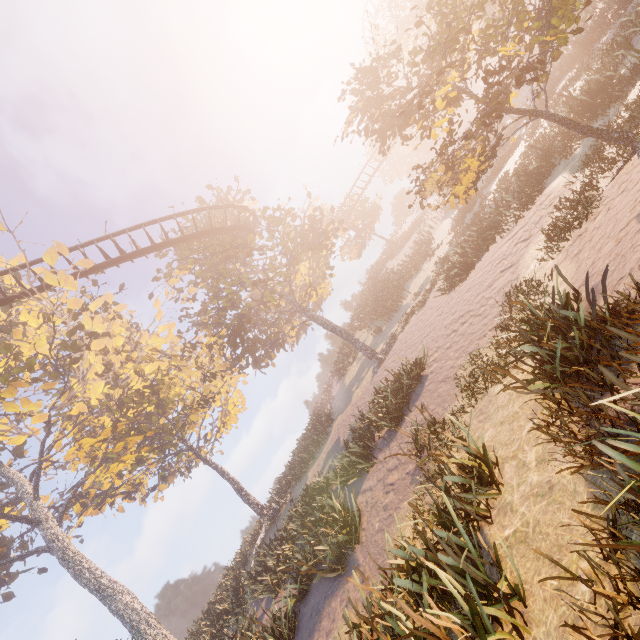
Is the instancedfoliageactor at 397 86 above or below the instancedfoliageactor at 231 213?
below

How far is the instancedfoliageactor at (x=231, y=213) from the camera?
19.00m

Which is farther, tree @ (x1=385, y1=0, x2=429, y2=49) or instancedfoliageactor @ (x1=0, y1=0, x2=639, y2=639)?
tree @ (x1=385, y1=0, x2=429, y2=49)

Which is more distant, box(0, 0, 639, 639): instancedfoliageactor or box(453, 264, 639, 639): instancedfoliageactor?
box(0, 0, 639, 639): instancedfoliageactor

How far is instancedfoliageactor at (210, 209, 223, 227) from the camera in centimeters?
2217cm

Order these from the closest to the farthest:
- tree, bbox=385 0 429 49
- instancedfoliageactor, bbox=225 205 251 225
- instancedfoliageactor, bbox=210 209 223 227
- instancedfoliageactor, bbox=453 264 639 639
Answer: instancedfoliageactor, bbox=453 264 639 639 < instancedfoliageactor, bbox=225 205 251 225 < instancedfoliageactor, bbox=210 209 223 227 < tree, bbox=385 0 429 49

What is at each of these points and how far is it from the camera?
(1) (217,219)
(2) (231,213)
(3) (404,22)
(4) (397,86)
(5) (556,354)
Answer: (1) instancedfoliageactor, 22.5 meters
(2) instancedfoliageactor, 27.2 meters
(3) tree, 25.8 meters
(4) instancedfoliageactor, 9.4 meters
(5) instancedfoliageactor, 5.1 meters
